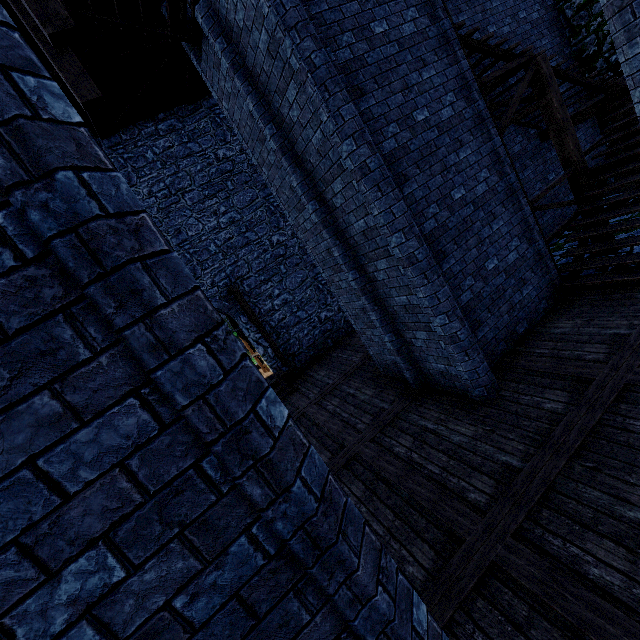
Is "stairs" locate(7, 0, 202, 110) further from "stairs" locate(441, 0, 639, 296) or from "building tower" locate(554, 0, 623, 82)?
"building tower" locate(554, 0, 623, 82)

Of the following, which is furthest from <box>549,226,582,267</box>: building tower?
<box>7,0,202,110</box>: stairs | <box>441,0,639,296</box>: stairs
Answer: <box>7,0,202,110</box>: stairs

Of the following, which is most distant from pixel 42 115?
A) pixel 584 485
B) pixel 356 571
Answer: pixel 584 485

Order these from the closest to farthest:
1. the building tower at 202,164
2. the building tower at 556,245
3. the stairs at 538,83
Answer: the stairs at 538,83 < the building tower at 556,245 < the building tower at 202,164

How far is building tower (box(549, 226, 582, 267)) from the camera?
8.4m

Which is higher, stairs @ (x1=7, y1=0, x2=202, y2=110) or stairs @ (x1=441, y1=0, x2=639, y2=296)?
stairs @ (x1=7, y1=0, x2=202, y2=110)

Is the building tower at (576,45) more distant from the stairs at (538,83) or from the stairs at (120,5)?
the stairs at (120,5)
